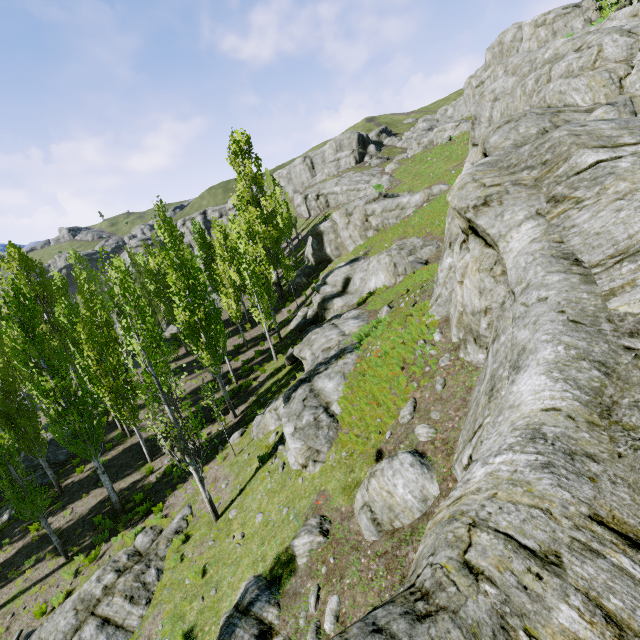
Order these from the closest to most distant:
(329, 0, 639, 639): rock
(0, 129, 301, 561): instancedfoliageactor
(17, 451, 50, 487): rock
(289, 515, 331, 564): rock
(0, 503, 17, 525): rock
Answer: (329, 0, 639, 639): rock, (289, 515, 331, 564): rock, (0, 129, 301, 561): instancedfoliageactor, (0, 503, 17, 525): rock, (17, 451, 50, 487): rock

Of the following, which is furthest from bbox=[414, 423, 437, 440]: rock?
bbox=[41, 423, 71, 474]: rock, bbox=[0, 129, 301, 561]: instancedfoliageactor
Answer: bbox=[41, 423, 71, 474]: rock

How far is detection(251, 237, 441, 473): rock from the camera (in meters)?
10.26

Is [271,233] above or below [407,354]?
above

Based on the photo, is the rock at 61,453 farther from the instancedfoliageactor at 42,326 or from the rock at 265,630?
the rock at 265,630

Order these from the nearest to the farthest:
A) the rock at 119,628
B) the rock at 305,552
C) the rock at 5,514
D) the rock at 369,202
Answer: the rock at 305,552
the rock at 119,628
the rock at 5,514
the rock at 369,202
